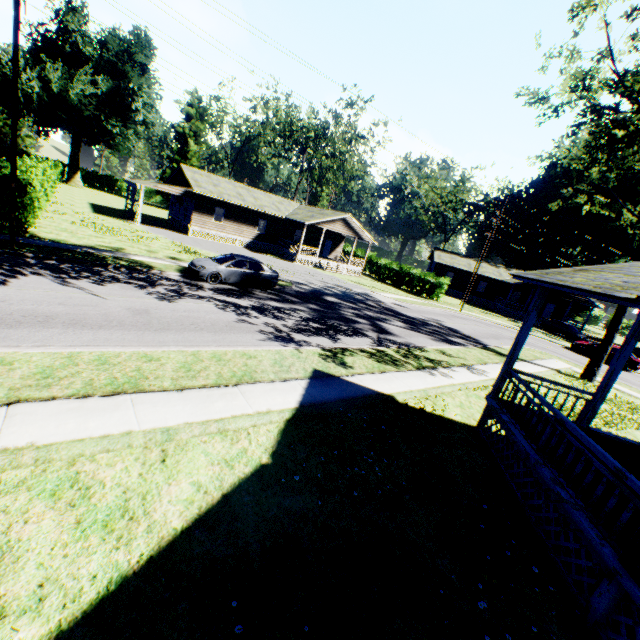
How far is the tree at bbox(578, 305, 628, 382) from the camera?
18.4m

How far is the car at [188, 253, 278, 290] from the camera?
16.5 meters

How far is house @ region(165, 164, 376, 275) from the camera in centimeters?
3278cm

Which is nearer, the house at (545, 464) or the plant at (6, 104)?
the house at (545, 464)

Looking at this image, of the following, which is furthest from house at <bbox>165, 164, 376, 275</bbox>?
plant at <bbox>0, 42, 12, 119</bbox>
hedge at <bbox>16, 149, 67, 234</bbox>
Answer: plant at <bbox>0, 42, 12, 119</bbox>

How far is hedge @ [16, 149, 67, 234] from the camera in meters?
14.9

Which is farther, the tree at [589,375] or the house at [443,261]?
the house at [443,261]

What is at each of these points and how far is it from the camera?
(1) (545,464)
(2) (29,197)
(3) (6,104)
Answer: (1) house, 6.3m
(2) hedge, 14.9m
(3) plant, 48.5m
